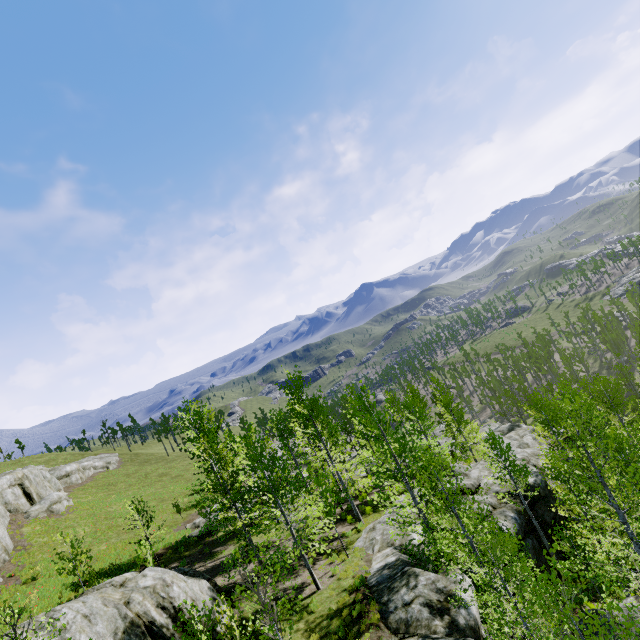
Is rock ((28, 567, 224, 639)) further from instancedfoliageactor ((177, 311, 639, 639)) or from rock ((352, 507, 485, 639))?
instancedfoliageactor ((177, 311, 639, 639))

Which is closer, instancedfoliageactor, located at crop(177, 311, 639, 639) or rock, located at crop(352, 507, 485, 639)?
instancedfoliageactor, located at crop(177, 311, 639, 639)

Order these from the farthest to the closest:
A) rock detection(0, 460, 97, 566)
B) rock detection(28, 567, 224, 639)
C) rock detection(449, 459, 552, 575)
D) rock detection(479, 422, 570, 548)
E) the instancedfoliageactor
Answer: rock detection(0, 460, 97, 566) < rock detection(479, 422, 570, 548) < rock detection(449, 459, 552, 575) < rock detection(28, 567, 224, 639) < the instancedfoliageactor

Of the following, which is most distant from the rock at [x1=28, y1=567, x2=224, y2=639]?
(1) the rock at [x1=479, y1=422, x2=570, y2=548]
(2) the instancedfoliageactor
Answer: (2) the instancedfoliageactor

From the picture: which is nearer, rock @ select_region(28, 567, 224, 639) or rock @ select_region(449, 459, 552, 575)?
rock @ select_region(28, 567, 224, 639)

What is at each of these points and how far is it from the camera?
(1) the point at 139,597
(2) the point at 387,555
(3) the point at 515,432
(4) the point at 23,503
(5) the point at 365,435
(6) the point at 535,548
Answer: (1) rock, 12.04m
(2) rock, 15.65m
(3) rock, 41.12m
(4) rock, 29.84m
(5) instancedfoliageactor, 26.81m
(6) rock, 18.14m

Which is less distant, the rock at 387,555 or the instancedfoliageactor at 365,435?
the instancedfoliageactor at 365,435

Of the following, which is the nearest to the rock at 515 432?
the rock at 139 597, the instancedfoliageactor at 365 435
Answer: the instancedfoliageactor at 365 435
